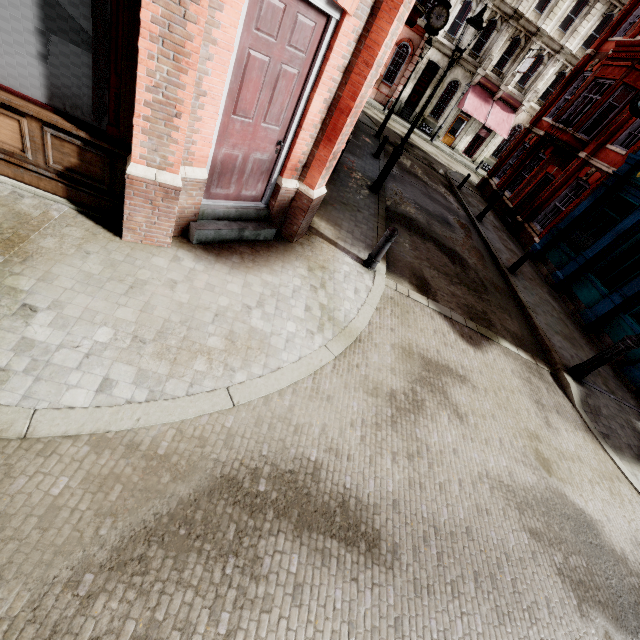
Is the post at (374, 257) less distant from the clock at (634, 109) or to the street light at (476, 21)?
the street light at (476, 21)

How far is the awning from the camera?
27.9 meters

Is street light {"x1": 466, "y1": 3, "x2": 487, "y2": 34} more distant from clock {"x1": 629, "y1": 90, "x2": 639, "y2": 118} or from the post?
clock {"x1": 629, "y1": 90, "x2": 639, "y2": 118}

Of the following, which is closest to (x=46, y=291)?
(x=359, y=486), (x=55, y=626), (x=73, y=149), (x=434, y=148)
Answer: (x=73, y=149)

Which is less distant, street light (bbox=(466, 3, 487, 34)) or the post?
the post

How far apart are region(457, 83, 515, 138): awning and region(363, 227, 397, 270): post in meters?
29.0 m

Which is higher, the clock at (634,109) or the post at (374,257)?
the clock at (634,109)

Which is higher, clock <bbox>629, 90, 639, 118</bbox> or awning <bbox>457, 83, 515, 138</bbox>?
clock <bbox>629, 90, 639, 118</bbox>
